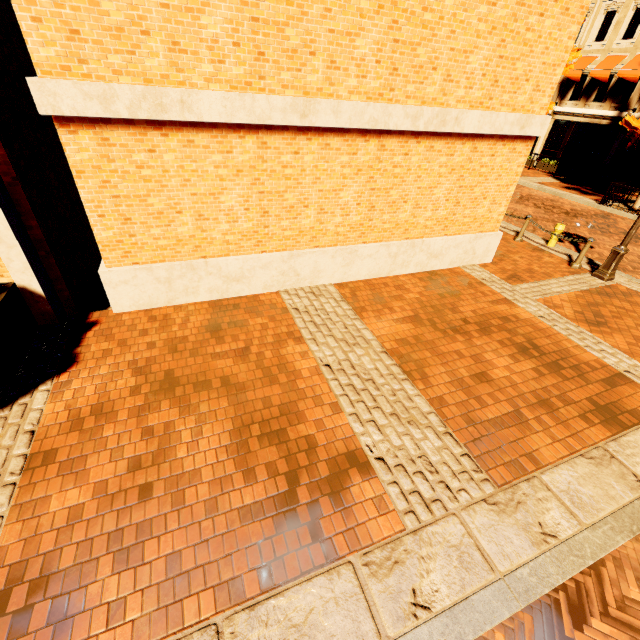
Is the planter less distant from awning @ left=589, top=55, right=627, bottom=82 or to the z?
the z

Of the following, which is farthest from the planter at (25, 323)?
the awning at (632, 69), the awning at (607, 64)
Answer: the awning at (607, 64)

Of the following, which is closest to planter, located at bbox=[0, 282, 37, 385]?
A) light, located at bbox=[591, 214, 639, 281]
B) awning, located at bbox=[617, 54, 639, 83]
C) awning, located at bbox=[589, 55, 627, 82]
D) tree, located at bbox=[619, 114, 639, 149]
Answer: light, located at bbox=[591, 214, 639, 281]

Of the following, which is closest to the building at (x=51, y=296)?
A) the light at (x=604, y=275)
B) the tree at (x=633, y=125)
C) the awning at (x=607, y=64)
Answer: the awning at (x=607, y=64)

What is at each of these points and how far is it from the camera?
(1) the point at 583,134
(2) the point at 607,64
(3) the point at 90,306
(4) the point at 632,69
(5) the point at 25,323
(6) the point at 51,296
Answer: (1) building, 21.2m
(2) awning, 19.0m
(3) z, 6.4m
(4) awning, 17.7m
(5) planter, 5.1m
(6) building, 5.5m

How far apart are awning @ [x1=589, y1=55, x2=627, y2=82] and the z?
28.2m

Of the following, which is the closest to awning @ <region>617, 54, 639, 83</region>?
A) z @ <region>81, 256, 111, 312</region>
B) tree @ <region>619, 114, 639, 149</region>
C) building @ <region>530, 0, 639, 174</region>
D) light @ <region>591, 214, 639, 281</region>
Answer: building @ <region>530, 0, 639, 174</region>

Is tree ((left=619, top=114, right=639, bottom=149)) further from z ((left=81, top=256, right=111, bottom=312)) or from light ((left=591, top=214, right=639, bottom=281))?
z ((left=81, top=256, right=111, bottom=312))
